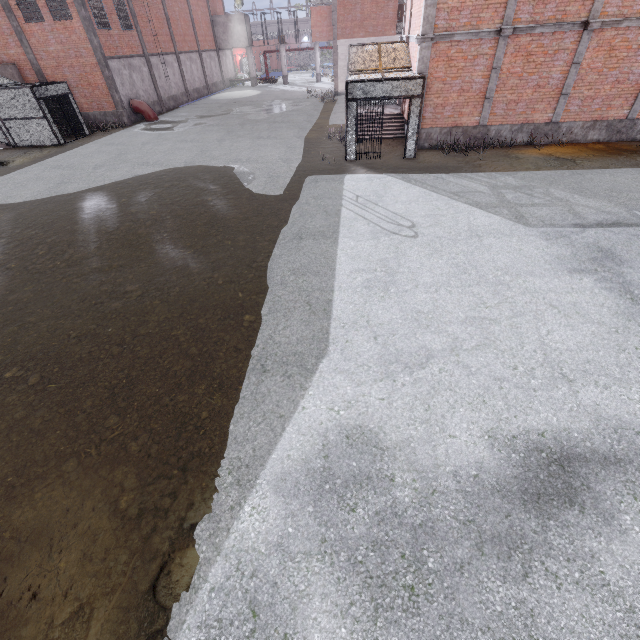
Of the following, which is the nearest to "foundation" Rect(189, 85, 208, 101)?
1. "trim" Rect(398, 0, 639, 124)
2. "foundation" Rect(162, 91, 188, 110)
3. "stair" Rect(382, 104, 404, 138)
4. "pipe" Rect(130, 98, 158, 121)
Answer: "foundation" Rect(162, 91, 188, 110)

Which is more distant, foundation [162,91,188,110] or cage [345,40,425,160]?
foundation [162,91,188,110]

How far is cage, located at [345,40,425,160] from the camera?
12.5m

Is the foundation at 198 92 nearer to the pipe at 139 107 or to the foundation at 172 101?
the foundation at 172 101

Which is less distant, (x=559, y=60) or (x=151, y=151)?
(x=559, y=60)

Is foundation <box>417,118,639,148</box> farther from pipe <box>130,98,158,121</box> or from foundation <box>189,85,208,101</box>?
foundation <box>189,85,208,101</box>

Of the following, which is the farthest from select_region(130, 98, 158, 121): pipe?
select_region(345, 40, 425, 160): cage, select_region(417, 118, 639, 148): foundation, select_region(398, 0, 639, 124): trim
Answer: select_region(417, 118, 639, 148): foundation

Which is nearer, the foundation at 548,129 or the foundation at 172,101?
the foundation at 548,129
